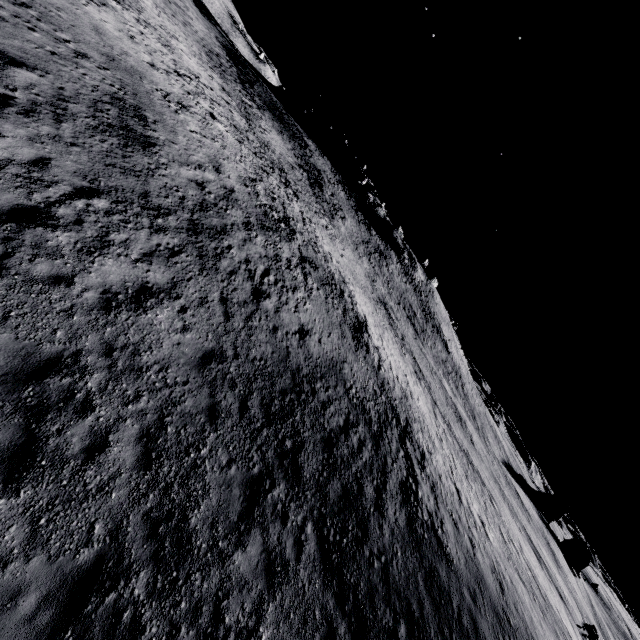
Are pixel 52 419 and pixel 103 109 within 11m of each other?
no
